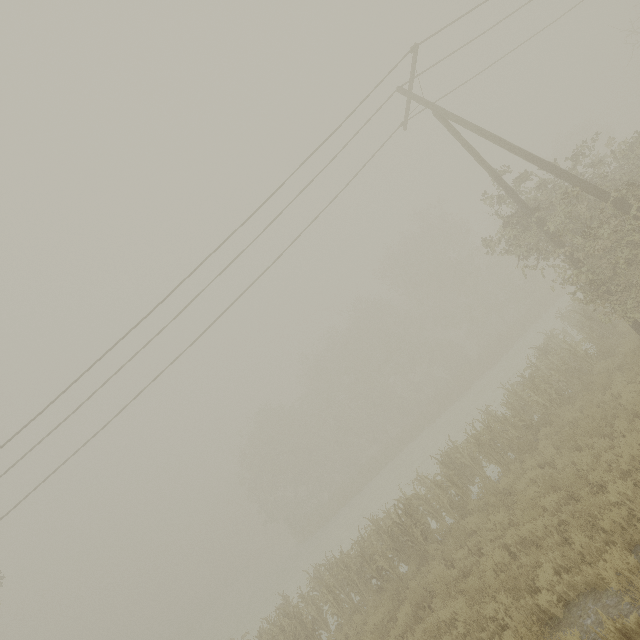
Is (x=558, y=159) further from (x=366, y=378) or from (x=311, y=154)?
(x=311, y=154)

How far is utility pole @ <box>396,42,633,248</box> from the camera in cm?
914

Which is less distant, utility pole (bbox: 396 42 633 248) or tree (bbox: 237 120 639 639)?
utility pole (bbox: 396 42 633 248)

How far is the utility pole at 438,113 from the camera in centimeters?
914cm

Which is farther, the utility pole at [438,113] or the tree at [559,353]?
the tree at [559,353]
